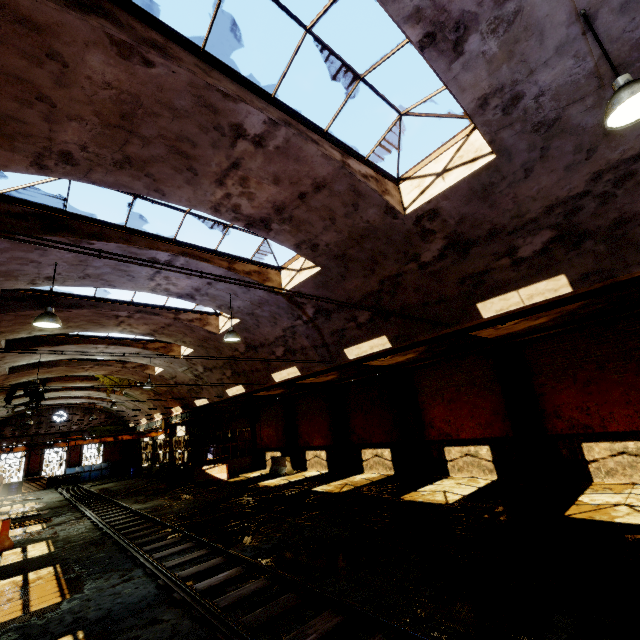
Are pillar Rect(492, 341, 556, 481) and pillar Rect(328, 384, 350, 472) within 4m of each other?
no

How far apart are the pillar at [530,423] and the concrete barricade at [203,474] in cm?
1737

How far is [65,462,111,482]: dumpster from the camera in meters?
31.9

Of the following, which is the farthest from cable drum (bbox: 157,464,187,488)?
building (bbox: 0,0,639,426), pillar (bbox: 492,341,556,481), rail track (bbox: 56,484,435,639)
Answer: pillar (bbox: 492,341,556,481)

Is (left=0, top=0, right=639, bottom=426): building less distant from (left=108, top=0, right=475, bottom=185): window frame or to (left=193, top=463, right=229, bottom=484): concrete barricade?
(left=108, top=0, right=475, bottom=185): window frame

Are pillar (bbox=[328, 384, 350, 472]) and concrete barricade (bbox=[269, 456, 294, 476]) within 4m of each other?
yes

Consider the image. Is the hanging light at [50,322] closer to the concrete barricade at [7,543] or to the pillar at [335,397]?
the concrete barricade at [7,543]

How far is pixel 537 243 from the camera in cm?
702
